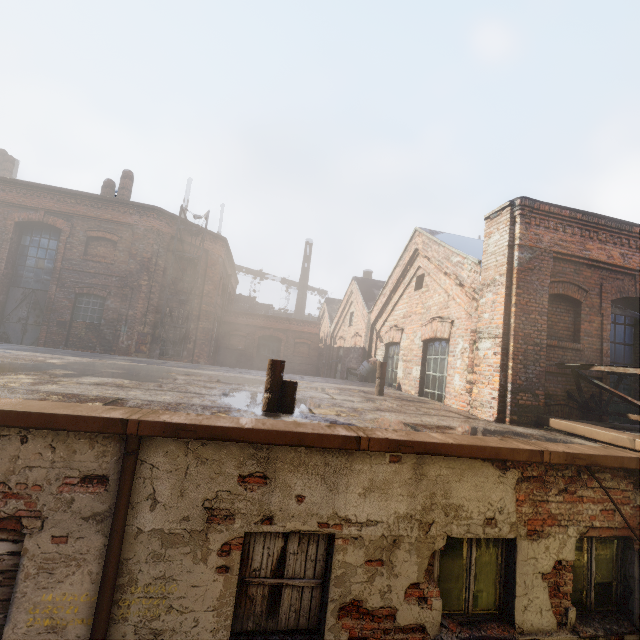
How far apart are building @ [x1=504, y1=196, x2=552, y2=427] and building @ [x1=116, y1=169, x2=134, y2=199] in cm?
1707

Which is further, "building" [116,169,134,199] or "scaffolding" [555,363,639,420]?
"building" [116,169,134,199]

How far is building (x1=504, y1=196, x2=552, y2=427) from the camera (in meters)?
6.46

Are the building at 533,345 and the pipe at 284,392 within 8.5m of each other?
yes

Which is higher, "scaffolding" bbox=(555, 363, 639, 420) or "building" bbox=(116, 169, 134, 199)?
"building" bbox=(116, 169, 134, 199)

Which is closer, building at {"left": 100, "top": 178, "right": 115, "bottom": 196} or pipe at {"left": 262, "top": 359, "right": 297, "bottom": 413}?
pipe at {"left": 262, "top": 359, "right": 297, "bottom": 413}

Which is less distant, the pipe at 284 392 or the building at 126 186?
the pipe at 284 392

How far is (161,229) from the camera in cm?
1561
